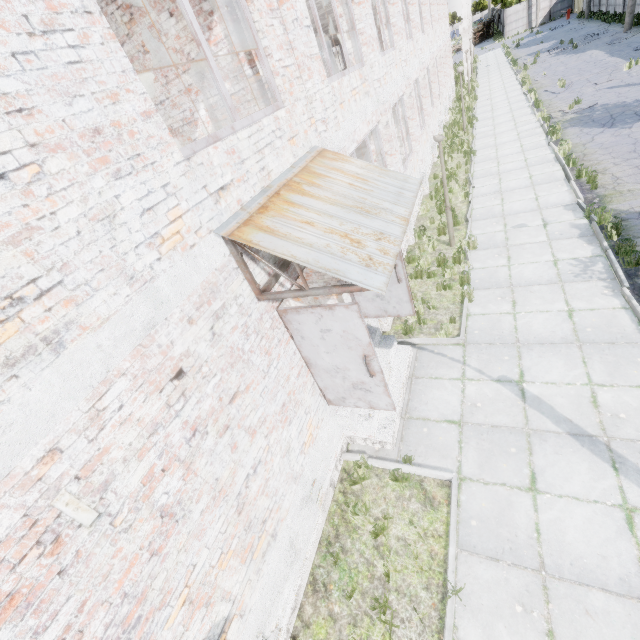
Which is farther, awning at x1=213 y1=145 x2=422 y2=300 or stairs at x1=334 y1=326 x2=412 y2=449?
stairs at x1=334 y1=326 x2=412 y2=449

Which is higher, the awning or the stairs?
the awning

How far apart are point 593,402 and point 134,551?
6.6 meters

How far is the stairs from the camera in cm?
577

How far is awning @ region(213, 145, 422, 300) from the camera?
3.43m

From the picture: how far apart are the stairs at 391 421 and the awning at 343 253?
2.80m

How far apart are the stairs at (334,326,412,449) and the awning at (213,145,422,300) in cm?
280

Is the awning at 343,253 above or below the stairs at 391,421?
above
